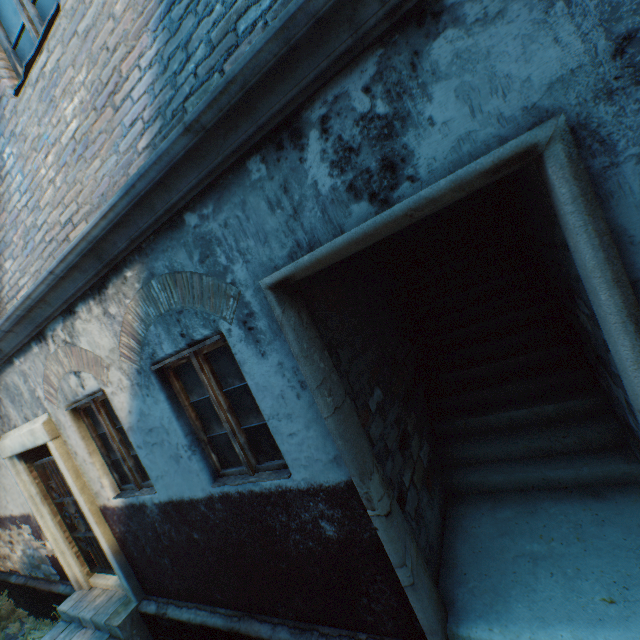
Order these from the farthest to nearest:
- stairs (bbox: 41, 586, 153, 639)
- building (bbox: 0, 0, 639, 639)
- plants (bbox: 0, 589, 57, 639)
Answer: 1. plants (bbox: 0, 589, 57, 639)
2. stairs (bbox: 41, 586, 153, 639)
3. building (bbox: 0, 0, 639, 639)

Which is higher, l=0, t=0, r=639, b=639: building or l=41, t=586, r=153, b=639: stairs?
l=0, t=0, r=639, b=639: building

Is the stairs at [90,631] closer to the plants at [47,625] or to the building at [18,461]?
the building at [18,461]

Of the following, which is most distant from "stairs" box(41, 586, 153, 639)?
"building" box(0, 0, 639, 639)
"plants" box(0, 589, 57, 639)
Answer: "plants" box(0, 589, 57, 639)

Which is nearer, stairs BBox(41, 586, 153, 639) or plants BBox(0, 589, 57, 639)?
stairs BBox(41, 586, 153, 639)

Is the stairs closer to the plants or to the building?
the building

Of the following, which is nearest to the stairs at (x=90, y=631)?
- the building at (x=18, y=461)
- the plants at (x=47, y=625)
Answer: the building at (x=18, y=461)

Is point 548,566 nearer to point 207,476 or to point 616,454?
point 616,454
